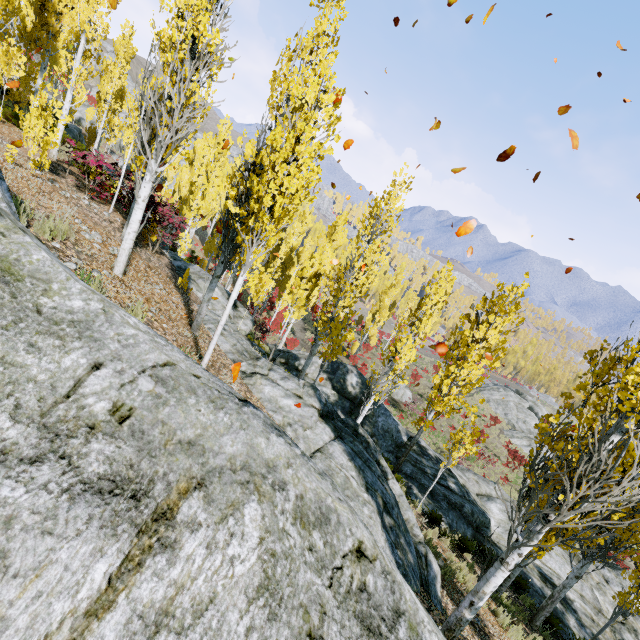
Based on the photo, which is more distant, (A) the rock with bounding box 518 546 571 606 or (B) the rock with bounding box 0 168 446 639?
Answer: (A) the rock with bounding box 518 546 571 606

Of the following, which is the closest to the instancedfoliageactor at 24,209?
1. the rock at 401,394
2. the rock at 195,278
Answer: the rock at 195,278

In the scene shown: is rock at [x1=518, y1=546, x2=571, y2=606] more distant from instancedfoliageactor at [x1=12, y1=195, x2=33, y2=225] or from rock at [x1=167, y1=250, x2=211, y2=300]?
rock at [x1=167, y1=250, x2=211, y2=300]

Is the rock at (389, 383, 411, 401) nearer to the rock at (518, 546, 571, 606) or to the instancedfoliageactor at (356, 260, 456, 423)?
the instancedfoliageactor at (356, 260, 456, 423)

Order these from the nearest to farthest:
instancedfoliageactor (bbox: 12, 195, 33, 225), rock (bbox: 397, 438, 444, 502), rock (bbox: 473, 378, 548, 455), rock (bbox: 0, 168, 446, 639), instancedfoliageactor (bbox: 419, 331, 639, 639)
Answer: rock (bbox: 0, 168, 446, 639) → instancedfoliageactor (bbox: 419, 331, 639, 639) → instancedfoliageactor (bbox: 12, 195, 33, 225) → rock (bbox: 397, 438, 444, 502) → rock (bbox: 473, 378, 548, 455)

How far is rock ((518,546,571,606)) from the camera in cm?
1212

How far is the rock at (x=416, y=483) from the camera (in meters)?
13.37

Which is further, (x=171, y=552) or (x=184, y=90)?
(x=184, y=90)
